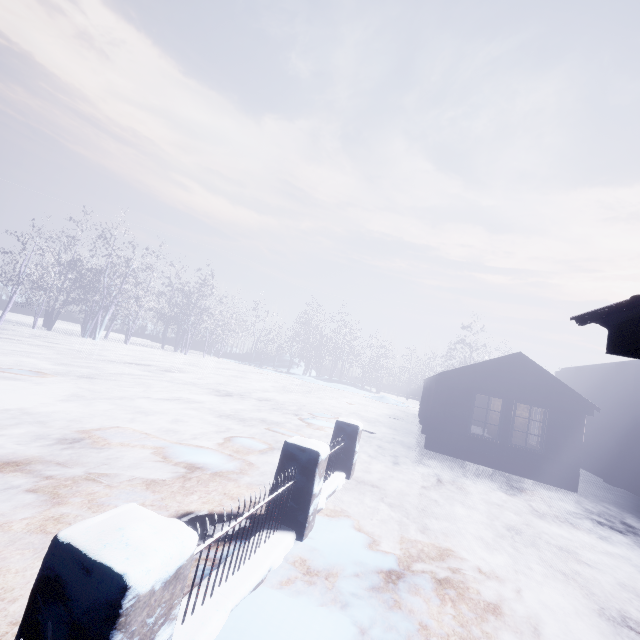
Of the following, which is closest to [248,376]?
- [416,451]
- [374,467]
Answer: [416,451]
